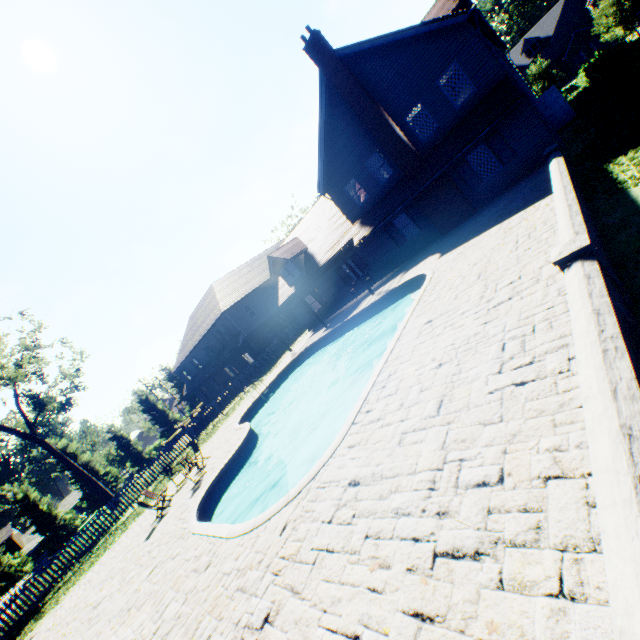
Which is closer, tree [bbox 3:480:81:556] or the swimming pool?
the swimming pool

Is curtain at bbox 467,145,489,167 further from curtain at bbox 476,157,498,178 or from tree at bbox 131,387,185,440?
tree at bbox 131,387,185,440

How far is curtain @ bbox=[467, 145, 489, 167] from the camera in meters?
15.8 m

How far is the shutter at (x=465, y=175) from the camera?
16.1 meters

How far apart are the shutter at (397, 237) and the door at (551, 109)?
10.7m

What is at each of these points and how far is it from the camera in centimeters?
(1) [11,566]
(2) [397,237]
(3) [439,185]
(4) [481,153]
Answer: (1) tree, 3481cm
(2) shutter, 1988cm
(3) chimney, 1670cm
(4) curtain, 1581cm

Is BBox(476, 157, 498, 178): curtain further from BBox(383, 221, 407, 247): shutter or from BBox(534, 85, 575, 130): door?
BBox(534, 85, 575, 130): door

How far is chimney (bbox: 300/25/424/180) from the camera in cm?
1606
